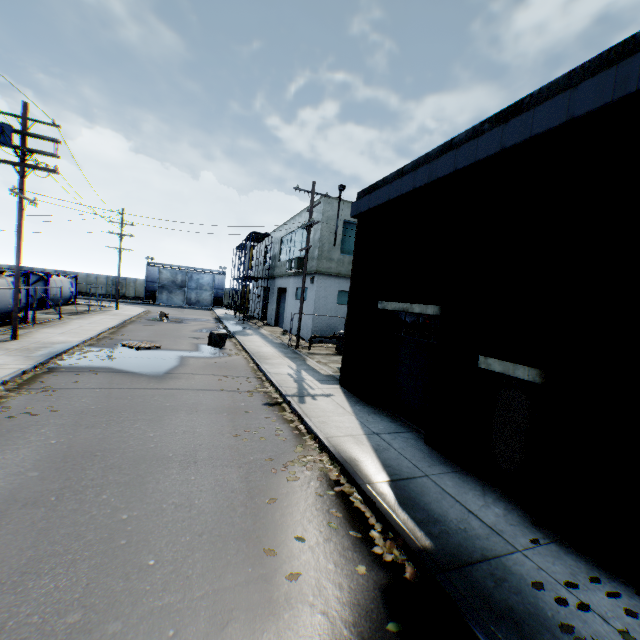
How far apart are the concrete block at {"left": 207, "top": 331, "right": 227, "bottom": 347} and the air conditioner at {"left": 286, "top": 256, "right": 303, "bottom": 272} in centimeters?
732cm

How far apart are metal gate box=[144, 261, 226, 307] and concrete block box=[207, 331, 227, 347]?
35.4 meters

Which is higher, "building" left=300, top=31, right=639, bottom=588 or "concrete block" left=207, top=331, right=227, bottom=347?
"building" left=300, top=31, right=639, bottom=588

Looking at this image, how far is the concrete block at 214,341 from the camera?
18.0 meters

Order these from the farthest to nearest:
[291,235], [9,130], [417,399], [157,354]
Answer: [291,235] < [157,354] < [9,130] < [417,399]

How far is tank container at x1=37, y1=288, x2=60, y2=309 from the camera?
25.52m

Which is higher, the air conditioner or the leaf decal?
the air conditioner

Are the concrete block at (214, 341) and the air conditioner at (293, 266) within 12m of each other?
yes
